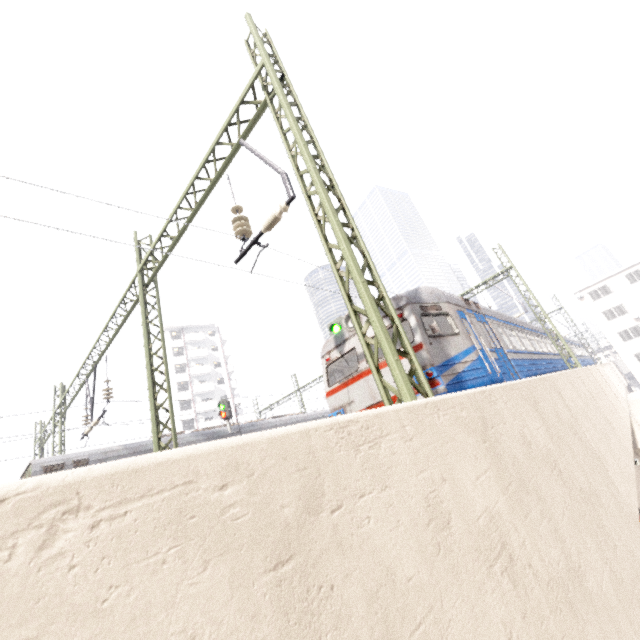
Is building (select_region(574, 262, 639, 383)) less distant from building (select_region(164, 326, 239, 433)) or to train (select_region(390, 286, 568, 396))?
train (select_region(390, 286, 568, 396))

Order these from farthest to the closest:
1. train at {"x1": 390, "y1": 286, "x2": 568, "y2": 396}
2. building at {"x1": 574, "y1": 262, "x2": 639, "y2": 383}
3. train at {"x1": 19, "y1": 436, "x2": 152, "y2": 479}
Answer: building at {"x1": 574, "y1": 262, "x2": 639, "y2": 383} < train at {"x1": 19, "y1": 436, "x2": 152, "y2": 479} < train at {"x1": 390, "y1": 286, "x2": 568, "y2": 396}

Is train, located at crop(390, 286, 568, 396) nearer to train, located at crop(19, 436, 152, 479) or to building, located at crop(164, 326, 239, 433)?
train, located at crop(19, 436, 152, 479)

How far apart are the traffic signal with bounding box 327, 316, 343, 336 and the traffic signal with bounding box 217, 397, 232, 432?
9.0 meters

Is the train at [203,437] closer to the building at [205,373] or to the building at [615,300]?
the building at [615,300]

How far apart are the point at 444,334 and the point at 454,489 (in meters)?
6.03

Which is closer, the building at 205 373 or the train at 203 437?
the train at 203 437

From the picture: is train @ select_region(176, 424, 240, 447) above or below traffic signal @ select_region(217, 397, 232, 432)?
below
